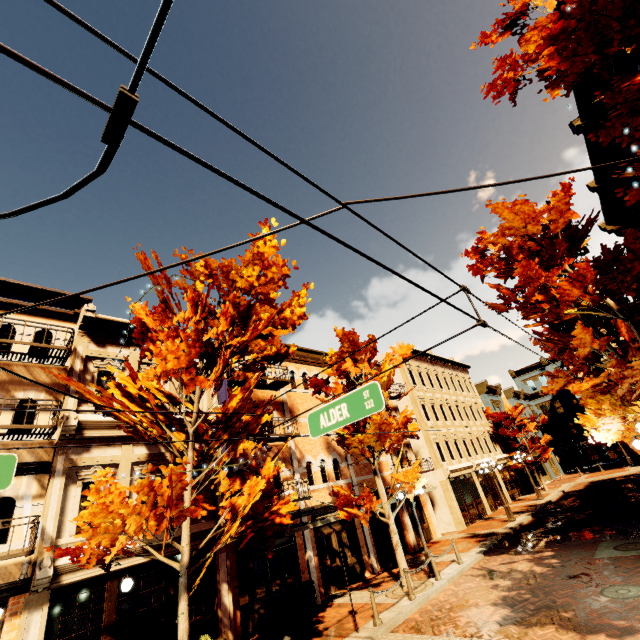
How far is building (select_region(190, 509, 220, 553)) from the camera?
10.9m

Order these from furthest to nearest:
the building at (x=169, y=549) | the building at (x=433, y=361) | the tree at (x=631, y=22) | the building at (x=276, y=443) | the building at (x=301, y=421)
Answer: the building at (x=433, y=361) → the building at (x=301, y=421) → the building at (x=276, y=443) → the building at (x=169, y=549) → the tree at (x=631, y=22)

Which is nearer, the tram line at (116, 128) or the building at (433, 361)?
the tram line at (116, 128)

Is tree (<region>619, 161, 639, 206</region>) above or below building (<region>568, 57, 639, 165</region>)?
below

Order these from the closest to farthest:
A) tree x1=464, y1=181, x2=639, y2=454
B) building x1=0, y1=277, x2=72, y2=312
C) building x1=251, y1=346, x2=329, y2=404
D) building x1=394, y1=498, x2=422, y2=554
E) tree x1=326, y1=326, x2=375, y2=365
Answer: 1. tree x1=464, y1=181, x2=639, y2=454
2. building x1=0, y1=277, x2=72, y2=312
3. tree x1=326, y1=326, x2=375, y2=365
4. building x1=251, y1=346, x2=329, y2=404
5. building x1=394, y1=498, x2=422, y2=554

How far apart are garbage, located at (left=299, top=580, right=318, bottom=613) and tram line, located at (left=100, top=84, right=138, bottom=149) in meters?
15.5 m

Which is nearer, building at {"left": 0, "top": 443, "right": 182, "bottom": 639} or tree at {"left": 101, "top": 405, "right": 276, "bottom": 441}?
building at {"left": 0, "top": 443, "right": 182, "bottom": 639}

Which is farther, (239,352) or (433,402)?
(433,402)
